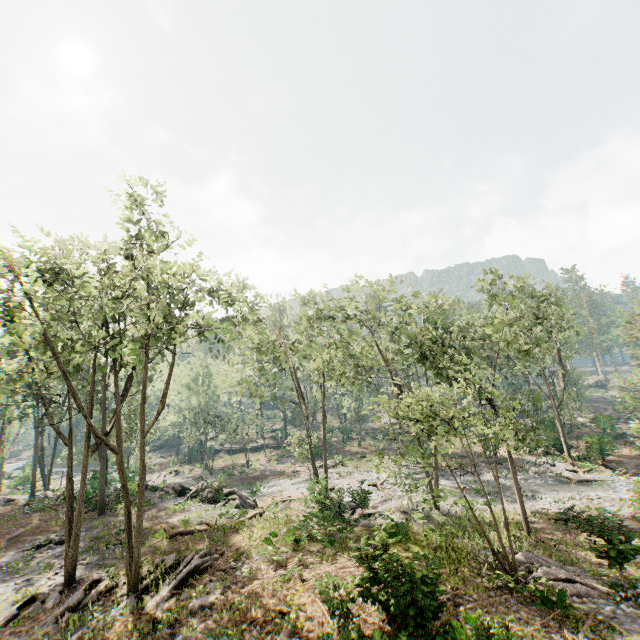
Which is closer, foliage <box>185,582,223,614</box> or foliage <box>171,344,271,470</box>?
foliage <box>185,582,223,614</box>

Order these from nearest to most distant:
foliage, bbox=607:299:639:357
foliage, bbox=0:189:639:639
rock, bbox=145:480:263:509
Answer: foliage, bbox=0:189:639:639 → rock, bbox=145:480:263:509 → foliage, bbox=607:299:639:357

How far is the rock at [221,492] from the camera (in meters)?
21.92

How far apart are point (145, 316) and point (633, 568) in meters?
26.8

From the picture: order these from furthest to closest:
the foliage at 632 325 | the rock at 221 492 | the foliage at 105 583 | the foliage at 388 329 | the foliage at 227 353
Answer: the foliage at 632 325, the foliage at 227 353, the rock at 221 492, the foliage at 388 329, the foliage at 105 583

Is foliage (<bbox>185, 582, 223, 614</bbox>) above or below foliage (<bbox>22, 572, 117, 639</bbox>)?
below
